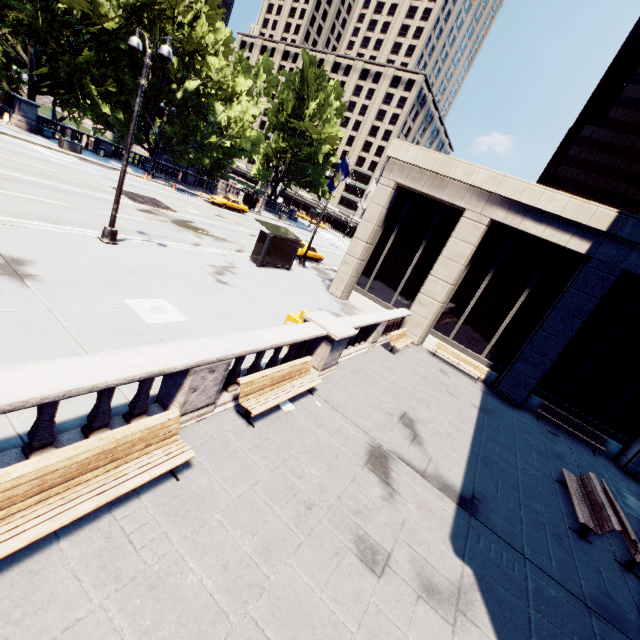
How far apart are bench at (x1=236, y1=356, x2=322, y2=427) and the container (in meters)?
32.47

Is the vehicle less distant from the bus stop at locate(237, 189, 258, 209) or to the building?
the bus stop at locate(237, 189, 258, 209)

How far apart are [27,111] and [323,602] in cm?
4057

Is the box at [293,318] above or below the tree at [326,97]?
below

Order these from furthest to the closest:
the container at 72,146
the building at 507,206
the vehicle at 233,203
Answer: the vehicle at 233,203, the container at 72,146, the building at 507,206

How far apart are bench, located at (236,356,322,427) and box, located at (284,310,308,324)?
1.9 meters

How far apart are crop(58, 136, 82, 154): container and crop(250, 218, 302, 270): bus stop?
21.6 meters

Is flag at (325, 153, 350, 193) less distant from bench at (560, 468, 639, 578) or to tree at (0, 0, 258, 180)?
bench at (560, 468, 639, 578)
